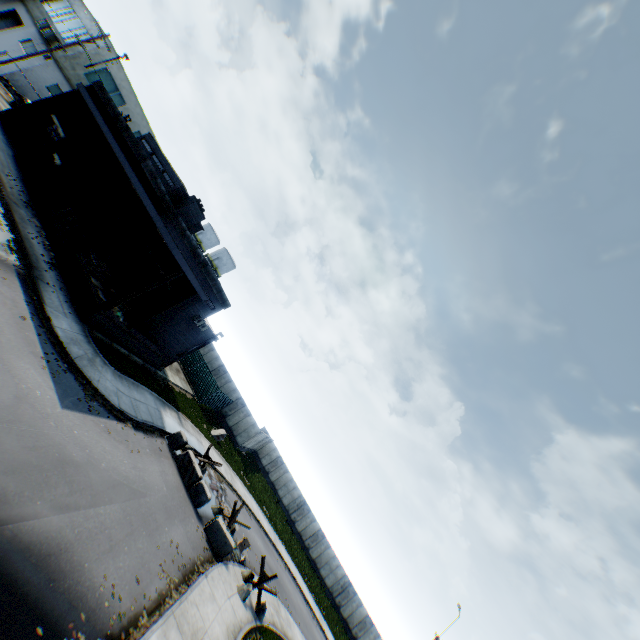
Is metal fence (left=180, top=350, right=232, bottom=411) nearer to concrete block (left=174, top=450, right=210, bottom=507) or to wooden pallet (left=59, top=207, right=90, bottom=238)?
concrete block (left=174, top=450, right=210, bottom=507)

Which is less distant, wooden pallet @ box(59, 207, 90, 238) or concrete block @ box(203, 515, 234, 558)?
concrete block @ box(203, 515, 234, 558)

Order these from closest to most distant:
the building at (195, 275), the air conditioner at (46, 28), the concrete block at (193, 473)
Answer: the concrete block at (193, 473) < the building at (195, 275) < the air conditioner at (46, 28)

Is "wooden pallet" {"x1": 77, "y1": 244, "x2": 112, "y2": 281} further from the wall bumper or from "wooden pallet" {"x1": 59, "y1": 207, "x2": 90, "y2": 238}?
"wooden pallet" {"x1": 59, "y1": 207, "x2": 90, "y2": 238}

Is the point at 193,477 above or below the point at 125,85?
below

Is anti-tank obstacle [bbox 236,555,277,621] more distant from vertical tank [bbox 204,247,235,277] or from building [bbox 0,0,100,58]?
vertical tank [bbox 204,247,235,277]

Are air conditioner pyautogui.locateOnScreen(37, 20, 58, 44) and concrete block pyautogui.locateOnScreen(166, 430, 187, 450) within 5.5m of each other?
no

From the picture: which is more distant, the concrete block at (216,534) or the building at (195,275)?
the building at (195,275)
